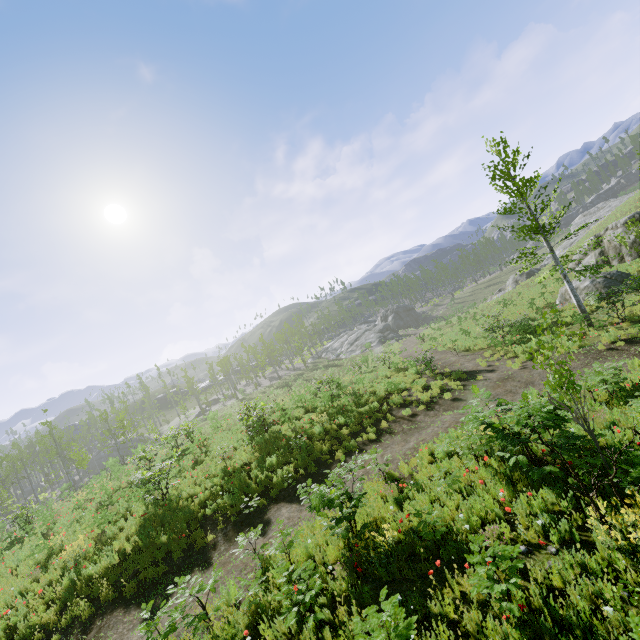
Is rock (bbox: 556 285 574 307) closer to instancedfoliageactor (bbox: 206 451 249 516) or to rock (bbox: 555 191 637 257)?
instancedfoliageactor (bbox: 206 451 249 516)

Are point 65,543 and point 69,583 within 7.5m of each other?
yes

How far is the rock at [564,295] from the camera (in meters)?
20.38

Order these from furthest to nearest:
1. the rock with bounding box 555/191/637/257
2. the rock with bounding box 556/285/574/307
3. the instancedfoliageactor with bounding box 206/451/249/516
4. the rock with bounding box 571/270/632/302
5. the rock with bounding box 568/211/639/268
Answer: the rock with bounding box 555/191/637/257
the rock with bounding box 568/211/639/268
the rock with bounding box 556/285/574/307
the rock with bounding box 571/270/632/302
the instancedfoliageactor with bounding box 206/451/249/516

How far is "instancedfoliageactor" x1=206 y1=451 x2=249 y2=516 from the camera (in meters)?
10.76

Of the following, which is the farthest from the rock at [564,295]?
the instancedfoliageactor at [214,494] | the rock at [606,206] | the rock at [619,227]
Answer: the rock at [606,206]

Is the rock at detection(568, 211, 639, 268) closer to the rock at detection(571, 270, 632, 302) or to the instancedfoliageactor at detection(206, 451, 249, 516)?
the rock at detection(571, 270, 632, 302)
